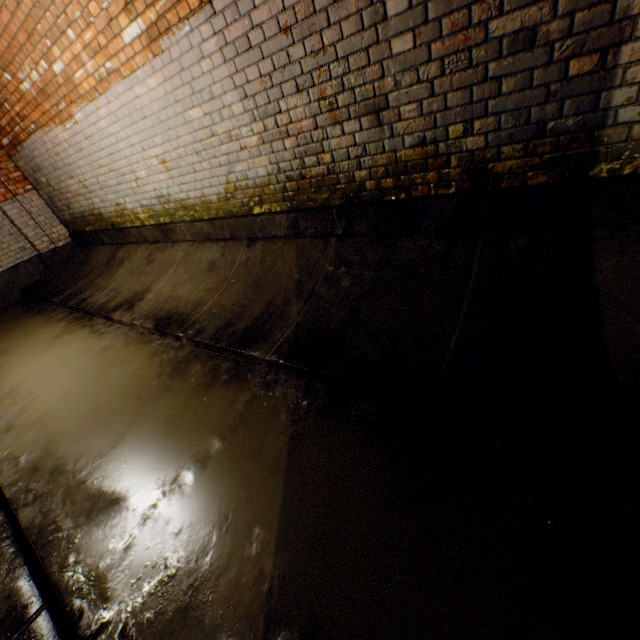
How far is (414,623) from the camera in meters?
1.2
